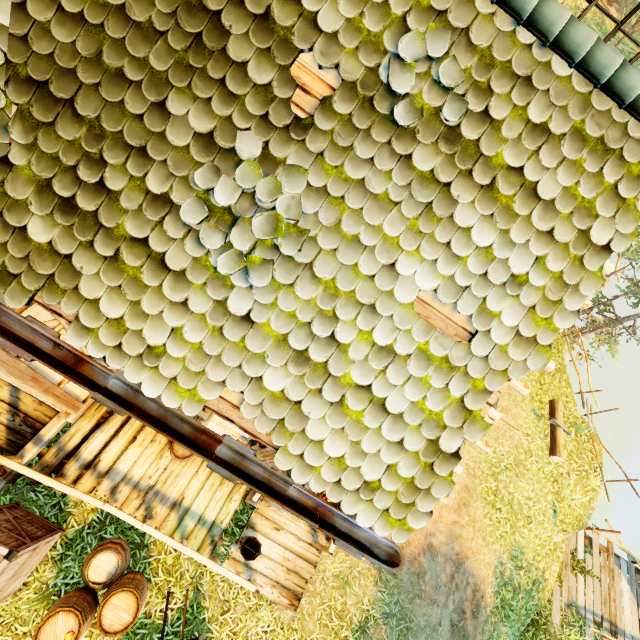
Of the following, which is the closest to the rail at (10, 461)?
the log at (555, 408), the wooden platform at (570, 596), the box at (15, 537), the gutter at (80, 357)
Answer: the box at (15, 537)

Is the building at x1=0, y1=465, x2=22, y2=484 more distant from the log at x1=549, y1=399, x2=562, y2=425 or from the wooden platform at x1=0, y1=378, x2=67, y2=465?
the log at x1=549, y1=399, x2=562, y2=425

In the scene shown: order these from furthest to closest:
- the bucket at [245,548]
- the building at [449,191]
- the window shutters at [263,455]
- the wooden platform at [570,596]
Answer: the wooden platform at [570,596] → the bucket at [245,548] → the window shutters at [263,455] → the building at [449,191]

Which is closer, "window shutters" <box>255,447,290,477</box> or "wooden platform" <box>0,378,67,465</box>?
"window shutters" <box>255,447,290,477</box>

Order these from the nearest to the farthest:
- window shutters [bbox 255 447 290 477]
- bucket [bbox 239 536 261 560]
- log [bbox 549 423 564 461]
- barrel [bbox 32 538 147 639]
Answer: window shutters [bbox 255 447 290 477], barrel [bbox 32 538 147 639], bucket [bbox 239 536 261 560], log [bbox 549 423 564 461]

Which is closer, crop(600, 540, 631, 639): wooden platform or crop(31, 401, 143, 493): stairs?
crop(31, 401, 143, 493): stairs

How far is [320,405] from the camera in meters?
2.6 m

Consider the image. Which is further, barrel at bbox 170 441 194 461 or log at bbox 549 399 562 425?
log at bbox 549 399 562 425
